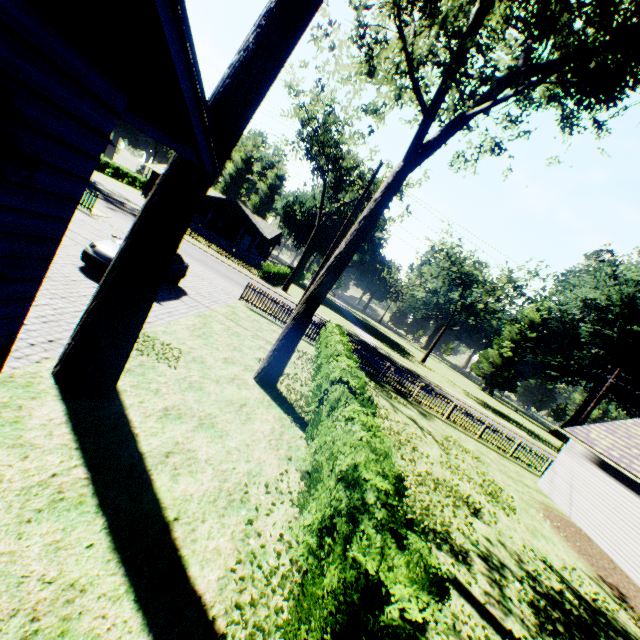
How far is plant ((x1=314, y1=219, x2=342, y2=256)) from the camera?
55.9 meters

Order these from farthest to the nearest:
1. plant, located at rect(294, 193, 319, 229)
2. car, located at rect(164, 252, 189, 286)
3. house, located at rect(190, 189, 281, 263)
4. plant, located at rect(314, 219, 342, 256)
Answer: plant, located at rect(314, 219, 342, 256)
plant, located at rect(294, 193, 319, 229)
house, located at rect(190, 189, 281, 263)
car, located at rect(164, 252, 189, 286)

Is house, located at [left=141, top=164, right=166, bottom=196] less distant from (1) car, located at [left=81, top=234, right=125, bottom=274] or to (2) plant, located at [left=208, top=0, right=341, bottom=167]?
(1) car, located at [left=81, top=234, right=125, bottom=274]

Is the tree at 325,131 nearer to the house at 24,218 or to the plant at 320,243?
the plant at 320,243

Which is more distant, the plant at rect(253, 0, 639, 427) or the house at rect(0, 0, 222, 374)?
the plant at rect(253, 0, 639, 427)

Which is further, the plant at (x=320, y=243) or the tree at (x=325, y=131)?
the plant at (x=320, y=243)

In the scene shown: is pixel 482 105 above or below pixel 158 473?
above

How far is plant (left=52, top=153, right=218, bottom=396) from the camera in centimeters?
524cm
